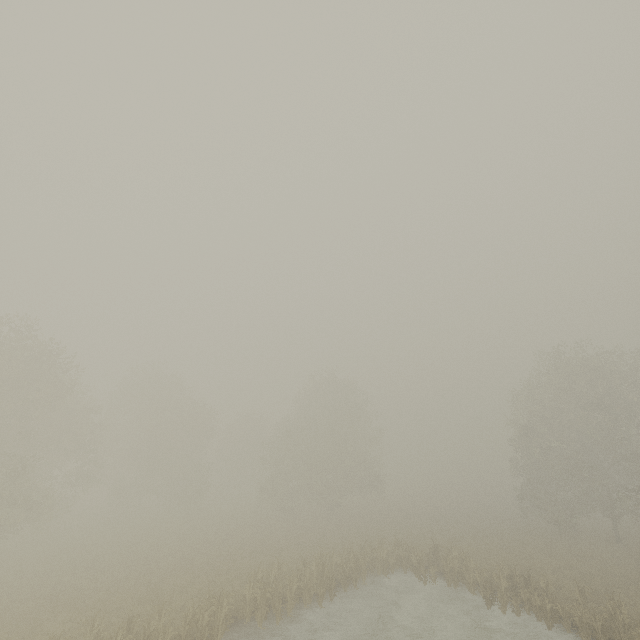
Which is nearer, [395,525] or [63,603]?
[63,603]
